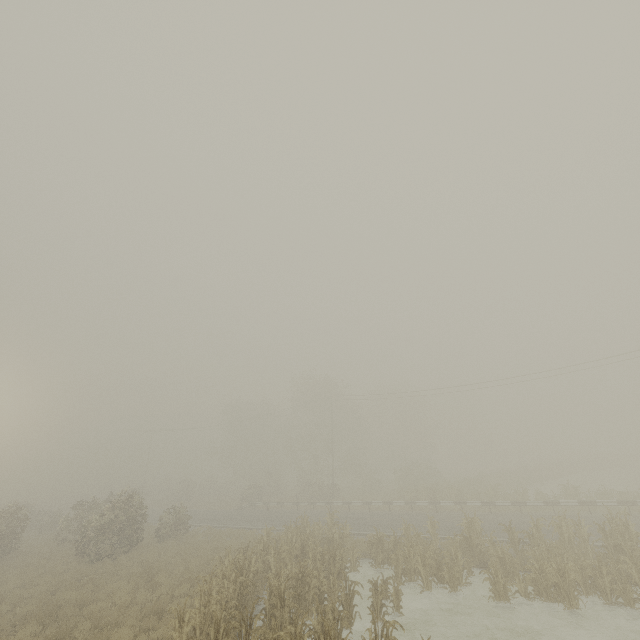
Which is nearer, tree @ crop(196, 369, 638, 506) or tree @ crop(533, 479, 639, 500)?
tree @ crop(533, 479, 639, 500)

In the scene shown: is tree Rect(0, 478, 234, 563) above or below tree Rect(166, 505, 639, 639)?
above

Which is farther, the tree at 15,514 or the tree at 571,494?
the tree at 571,494

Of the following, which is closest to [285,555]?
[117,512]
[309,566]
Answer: [309,566]

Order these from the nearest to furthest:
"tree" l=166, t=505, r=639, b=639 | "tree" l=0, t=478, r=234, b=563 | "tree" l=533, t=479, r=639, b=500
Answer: "tree" l=166, t=505, r=639, b=639, "tree" l=0, t=478, r=234, b=563, "tree" l=533, t=479, r=639, b=500

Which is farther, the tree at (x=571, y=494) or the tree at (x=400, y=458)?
the tree at (x=400, y=458)
